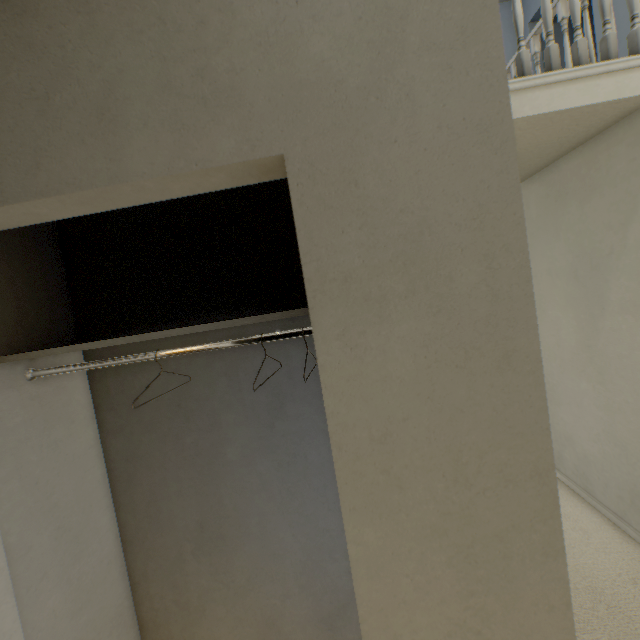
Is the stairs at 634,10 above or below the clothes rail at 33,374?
above

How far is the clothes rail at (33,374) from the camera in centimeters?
109cm

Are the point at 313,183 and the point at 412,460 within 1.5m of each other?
yes

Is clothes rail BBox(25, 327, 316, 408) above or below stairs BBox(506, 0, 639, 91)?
below

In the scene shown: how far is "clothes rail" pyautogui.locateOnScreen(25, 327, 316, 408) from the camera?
1.09m
